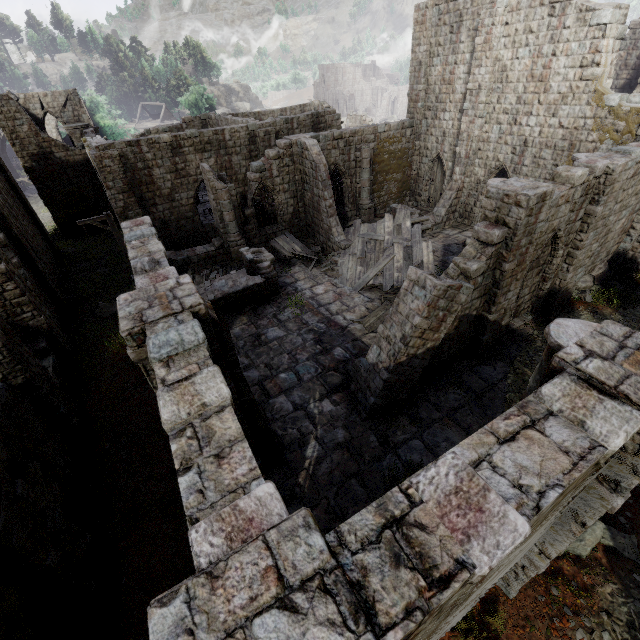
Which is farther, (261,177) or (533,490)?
(261,177)

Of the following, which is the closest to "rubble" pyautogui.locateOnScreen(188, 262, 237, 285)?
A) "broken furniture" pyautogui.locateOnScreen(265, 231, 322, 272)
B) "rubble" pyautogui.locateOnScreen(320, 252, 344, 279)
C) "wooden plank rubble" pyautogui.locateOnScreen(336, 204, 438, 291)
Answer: "broken furniture" pyautogui.locateOnScreen(265, 231, 322, 272)

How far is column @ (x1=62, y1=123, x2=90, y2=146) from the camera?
26.4m

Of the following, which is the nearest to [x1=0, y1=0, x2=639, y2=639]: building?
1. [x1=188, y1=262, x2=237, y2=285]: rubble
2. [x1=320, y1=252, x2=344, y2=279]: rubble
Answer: [x1=188, y1=262, x2=237, y2=285]: rubble

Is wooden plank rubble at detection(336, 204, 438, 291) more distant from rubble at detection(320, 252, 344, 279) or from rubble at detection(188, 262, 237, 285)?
rubble at detection(188, 262, 237, 285)

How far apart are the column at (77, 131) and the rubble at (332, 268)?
24.74m

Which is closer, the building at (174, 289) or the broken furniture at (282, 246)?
the building at (174, 289)

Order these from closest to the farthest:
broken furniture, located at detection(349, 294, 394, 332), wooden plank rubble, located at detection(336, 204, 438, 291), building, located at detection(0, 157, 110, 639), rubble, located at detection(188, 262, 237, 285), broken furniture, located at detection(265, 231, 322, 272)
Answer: building, located at detection(0, 157, 110, 639) < broken furniture, located at detection(349, 294, 394, 332) < wooden plank rubble, located at detection(336, 204, 438, 291) < rubble, located at detection(188, 262, 237, 285) < broken furniture, located at detection(265, 231, 322, 272)
